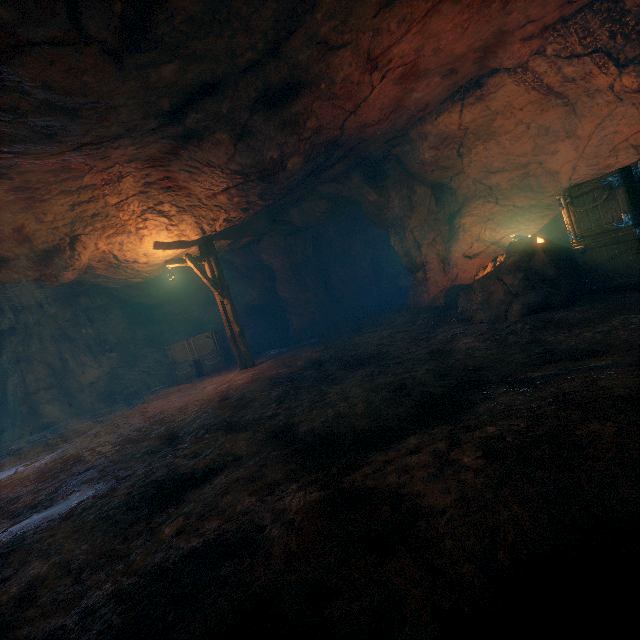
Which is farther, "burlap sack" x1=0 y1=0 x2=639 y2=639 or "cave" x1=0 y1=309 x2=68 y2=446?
"cave" x1=0 y1=309 x2=68 y2=446

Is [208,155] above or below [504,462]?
above

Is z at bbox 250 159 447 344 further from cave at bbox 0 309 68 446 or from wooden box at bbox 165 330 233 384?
cave at bbox 0 309 68 446

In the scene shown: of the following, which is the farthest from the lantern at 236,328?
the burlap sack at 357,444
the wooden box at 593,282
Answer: the wooden box at 593,282

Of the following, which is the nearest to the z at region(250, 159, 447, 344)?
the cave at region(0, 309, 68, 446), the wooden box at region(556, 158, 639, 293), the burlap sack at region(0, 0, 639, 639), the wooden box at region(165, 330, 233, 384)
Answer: the burlap sack at region(0, 0, 639, 639)

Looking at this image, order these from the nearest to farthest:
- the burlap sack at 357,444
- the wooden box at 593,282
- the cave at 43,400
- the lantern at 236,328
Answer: the burlap sack at 357,444 → the wooden box at 593,282 → the lantern at 236,328 → the cave at 43,400

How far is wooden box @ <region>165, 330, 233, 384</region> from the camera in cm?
1363

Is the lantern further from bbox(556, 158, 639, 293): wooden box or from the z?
bbox(556, 158, 639, 293): wooden box
